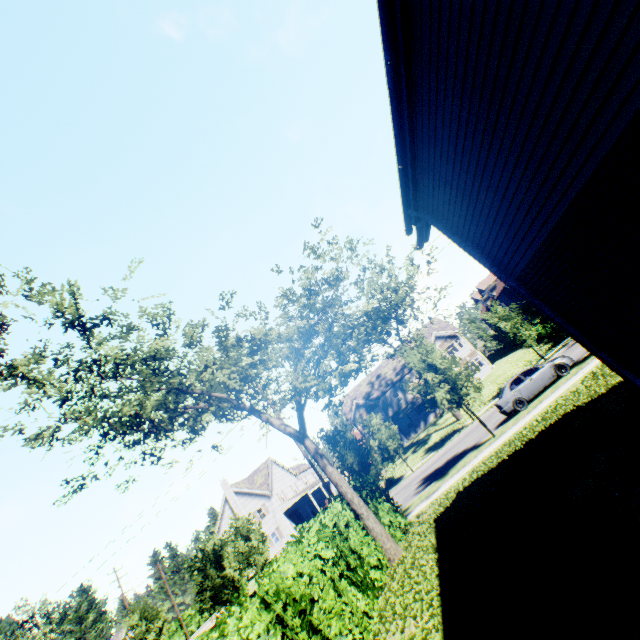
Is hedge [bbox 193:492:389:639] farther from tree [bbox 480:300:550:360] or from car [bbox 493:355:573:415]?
car [bbox 493:355:573:415]

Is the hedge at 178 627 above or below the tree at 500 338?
below

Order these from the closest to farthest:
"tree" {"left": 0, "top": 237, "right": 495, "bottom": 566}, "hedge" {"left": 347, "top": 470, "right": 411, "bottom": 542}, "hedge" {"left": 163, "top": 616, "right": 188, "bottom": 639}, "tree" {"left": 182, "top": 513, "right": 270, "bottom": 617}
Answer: "tree" {"left": 0, "top": 237, "right": 495, "bottom": 566} < "hedge" {"left": 347, "top": 470, "right": 411, "bottom": 542} < "tree" {"left": 182, "top": 513, "right": 270, "bottom": 617} < "hedge" {"left": 163, "top": 616, "right": 188, "bottom": 639}

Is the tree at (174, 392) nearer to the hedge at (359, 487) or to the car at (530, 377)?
the hedge at (359, 487)

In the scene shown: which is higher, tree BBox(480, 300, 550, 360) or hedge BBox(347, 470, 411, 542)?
tree BBox(480, 300, 550, 360)

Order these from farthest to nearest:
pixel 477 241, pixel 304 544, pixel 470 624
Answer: pixel 304 544
pixel 477 241
pixel 470 624

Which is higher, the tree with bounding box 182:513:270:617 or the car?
the tree with bounding box 182:513:270:617
